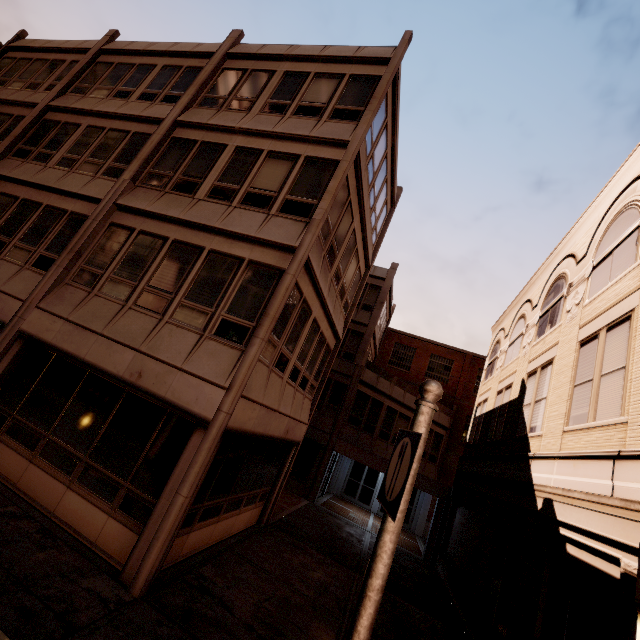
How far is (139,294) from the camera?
8.59m

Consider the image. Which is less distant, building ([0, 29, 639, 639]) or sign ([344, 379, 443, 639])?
sign ([344, 379, 443, 639])

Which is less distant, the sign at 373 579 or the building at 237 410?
the sign at 373 579
